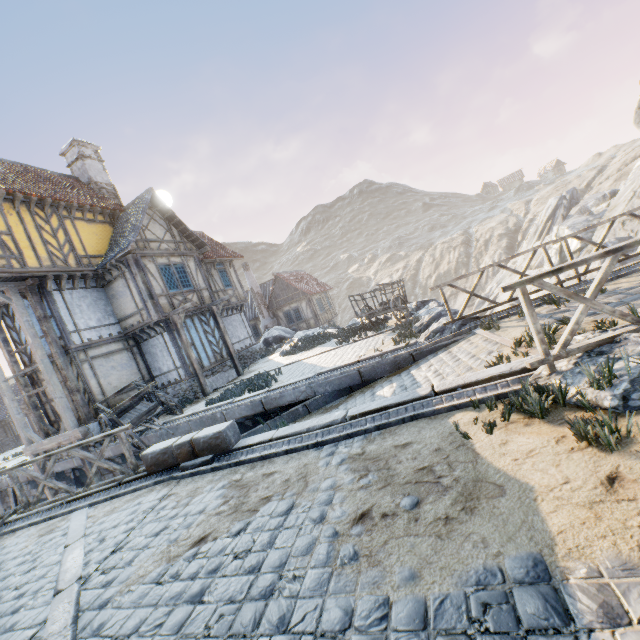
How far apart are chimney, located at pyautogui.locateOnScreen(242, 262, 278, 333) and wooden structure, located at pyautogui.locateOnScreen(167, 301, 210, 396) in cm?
1496

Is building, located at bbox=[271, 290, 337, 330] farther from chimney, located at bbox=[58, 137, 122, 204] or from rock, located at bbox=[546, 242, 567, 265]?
chimney, located at bbox=[58, 137, 122, 204]

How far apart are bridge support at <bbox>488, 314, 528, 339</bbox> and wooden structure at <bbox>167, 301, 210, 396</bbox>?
11.12m

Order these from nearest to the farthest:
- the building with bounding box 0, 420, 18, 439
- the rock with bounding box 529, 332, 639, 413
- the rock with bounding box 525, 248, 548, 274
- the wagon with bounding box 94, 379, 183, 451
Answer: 1. the rock with bounding box 529, 332, 639, 413
2. the wagon with bounding box 94, 379, 183, 451
3. the rock with bounding box 525, 248, 548, 274
4. the building with bounding box 0, 420, 18, 439

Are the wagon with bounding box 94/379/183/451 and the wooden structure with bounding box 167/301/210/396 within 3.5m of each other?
yes

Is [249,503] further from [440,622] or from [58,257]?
[58,257]

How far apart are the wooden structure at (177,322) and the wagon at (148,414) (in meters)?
1.97

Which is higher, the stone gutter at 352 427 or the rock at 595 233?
the stone gutter at 352 427
